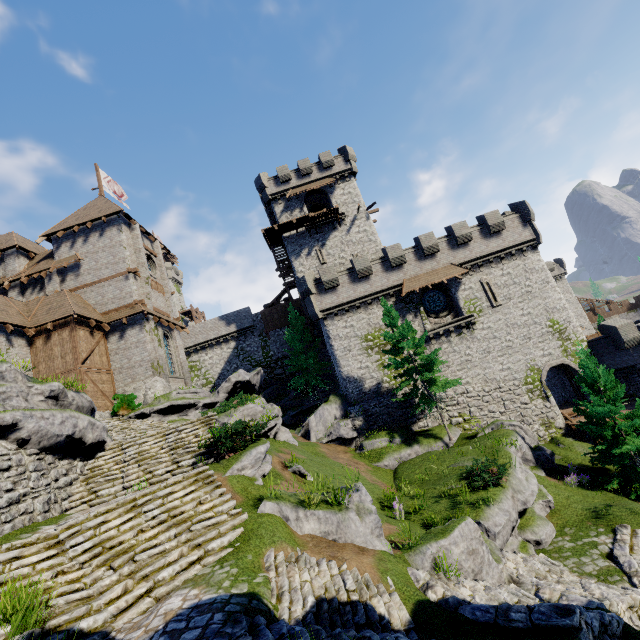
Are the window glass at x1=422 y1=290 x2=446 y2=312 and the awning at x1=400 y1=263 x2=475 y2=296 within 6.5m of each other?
yes

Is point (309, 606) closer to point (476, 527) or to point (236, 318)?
point (476, 527)

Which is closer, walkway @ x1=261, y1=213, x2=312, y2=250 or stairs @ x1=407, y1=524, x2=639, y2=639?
stairs @ x1=407, y1=524, x2=639, y2=639

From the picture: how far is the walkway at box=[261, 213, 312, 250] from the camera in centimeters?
3300cm

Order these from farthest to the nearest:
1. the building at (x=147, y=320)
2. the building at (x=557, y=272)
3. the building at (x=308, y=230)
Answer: the building at (x=557, y=272), the building at (x=308, y=230), the building at (x=147, y=320)

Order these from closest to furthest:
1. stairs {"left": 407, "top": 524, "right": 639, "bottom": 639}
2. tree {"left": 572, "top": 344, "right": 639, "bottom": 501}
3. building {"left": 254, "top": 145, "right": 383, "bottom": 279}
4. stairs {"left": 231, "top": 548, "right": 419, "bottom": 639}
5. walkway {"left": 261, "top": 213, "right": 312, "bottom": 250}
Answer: stairs {"left": 231, "top": 548, "right": 419, "bottom": 639} → stairs {"left": 407, "top": 524, "right": 639, "bottom": 639} → tree {"left": 572, "top": 344, "right": 639, "bottom": 501} → walkway {"left": 261, "top": 213, "right": 312, "bottom": 250} → building {"left": 254, "top": 145, "right": 383, "bottom": 279}

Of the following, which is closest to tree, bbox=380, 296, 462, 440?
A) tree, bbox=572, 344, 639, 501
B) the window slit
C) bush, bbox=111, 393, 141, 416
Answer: tree, bbox=572, 344, 639, 501

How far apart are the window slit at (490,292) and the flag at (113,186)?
35.52m
